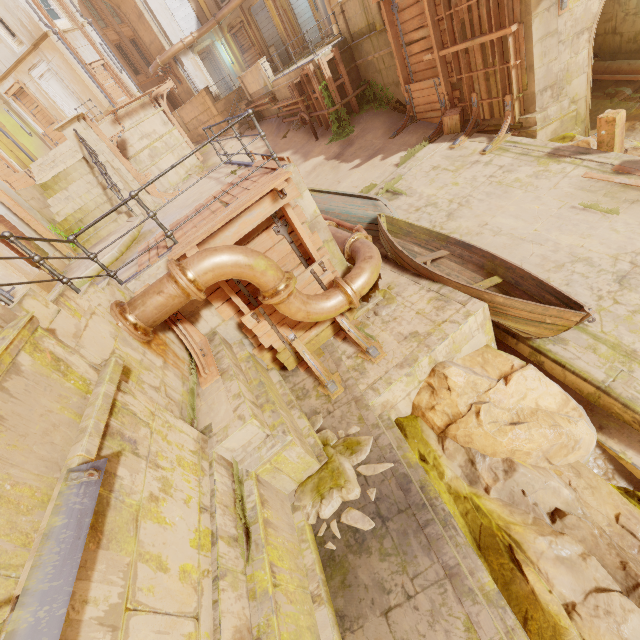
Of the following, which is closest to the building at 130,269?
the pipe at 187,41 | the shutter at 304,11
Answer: the pipe at 187,41

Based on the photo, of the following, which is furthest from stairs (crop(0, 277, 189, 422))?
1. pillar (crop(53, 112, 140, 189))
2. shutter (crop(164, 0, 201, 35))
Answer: shutter (crop(164, 0, 201, 35))

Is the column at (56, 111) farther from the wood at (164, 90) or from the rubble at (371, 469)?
the rubble at (371, 469)

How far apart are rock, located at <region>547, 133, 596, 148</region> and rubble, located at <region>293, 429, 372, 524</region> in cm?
1011

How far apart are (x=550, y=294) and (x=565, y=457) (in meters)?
2.91

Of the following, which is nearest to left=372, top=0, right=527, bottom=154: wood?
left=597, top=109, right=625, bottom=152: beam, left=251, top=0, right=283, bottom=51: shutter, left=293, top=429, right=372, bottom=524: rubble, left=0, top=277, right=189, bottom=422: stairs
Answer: left=597, top=109, right=625, bottom=152: beam

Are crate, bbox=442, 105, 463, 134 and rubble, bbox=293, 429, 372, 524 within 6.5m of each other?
no

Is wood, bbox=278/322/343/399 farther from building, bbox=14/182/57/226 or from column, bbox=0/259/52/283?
building, bbox=14/182/57/226
